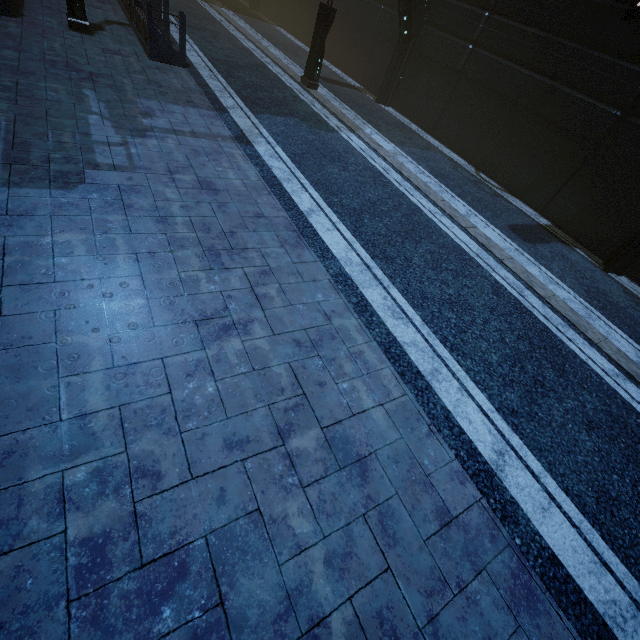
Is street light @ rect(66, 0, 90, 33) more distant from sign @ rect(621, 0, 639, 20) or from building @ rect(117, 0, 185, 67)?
sign @ rect(621, 0, 639, 20)

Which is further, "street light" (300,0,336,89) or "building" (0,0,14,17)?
"street light" (300,0,336,89)

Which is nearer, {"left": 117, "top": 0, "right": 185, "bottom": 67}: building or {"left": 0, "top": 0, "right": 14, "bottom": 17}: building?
{"left": 0, "top": 0, "right": 14, "bottom": 17}: building

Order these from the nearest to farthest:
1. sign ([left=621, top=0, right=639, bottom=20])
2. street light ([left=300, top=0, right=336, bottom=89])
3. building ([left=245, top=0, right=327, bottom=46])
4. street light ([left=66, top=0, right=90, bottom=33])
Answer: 1. sign ([left=621, top=0, right=639, bottom=20])
2. street light ([left=66, top=0, right=90, bottom=33])
3. street light ([left=300, top=0, right=336, bottom=89])
4. building ([left=245, top=0, right=327, bottom=46])

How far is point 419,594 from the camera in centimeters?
257cm

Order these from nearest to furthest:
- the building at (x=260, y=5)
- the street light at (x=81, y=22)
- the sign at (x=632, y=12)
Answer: the sign at (x=632, y=12) < the street light at (x=81, y=22) < the building at (x=260, y=5)

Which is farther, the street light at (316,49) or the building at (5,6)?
the street light at (316,49)
